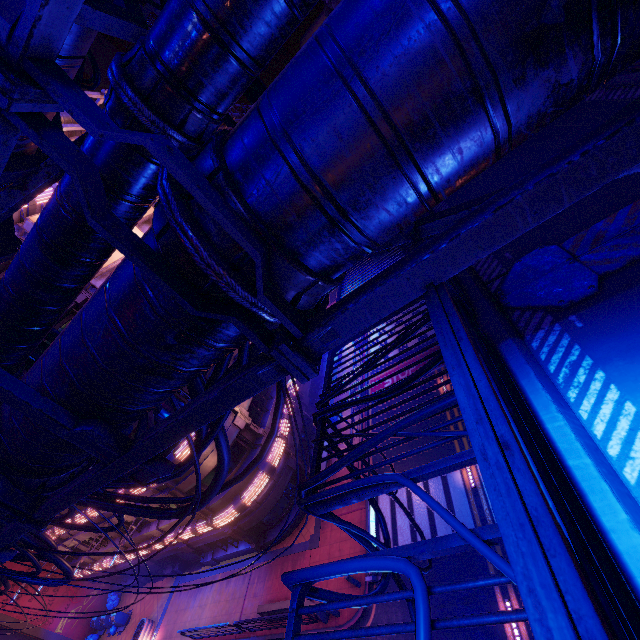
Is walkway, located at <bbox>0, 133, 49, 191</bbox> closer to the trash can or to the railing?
the railing

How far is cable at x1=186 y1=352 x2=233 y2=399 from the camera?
3.9m

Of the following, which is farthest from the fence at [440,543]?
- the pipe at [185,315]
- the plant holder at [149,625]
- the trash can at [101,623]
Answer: the trash can at [101,623]

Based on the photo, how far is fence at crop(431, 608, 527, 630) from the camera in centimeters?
183cm

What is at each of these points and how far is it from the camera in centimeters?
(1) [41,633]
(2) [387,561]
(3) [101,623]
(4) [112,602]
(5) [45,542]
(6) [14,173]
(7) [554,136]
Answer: (1) column, 2452cm
(2) cable, 239cm
(3) trash can, 2550cm
(4) trash bag, 2755cm
(5) cable, 828cm
(6) walkway, 274cm
(7) walkway, 544cm

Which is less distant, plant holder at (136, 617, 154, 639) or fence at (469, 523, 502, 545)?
fence at (469, 523, 502, 545)

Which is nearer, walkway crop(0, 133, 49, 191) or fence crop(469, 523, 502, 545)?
fence crop(469, 523, 502, 545)

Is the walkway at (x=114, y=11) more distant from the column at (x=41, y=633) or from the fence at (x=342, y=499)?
the fence at (x=342, y=499)
